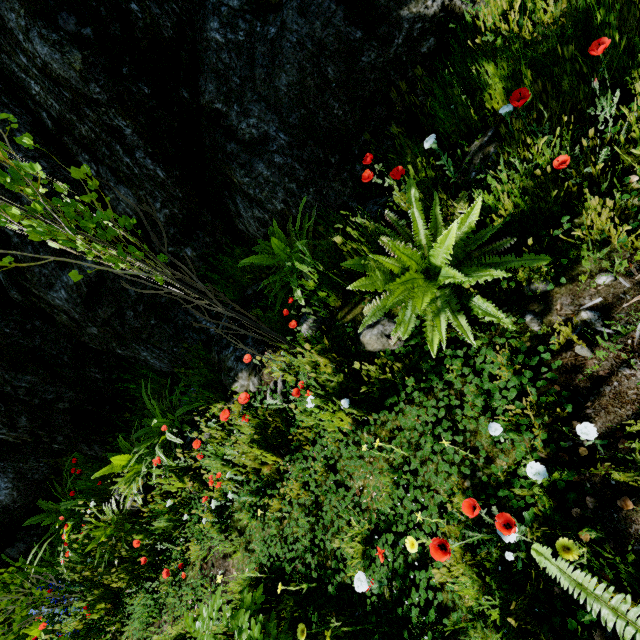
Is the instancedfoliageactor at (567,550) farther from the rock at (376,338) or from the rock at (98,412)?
the rock at (98,412)

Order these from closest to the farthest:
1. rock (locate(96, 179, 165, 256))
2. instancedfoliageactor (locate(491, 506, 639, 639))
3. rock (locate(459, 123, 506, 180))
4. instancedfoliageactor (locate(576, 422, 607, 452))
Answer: instancedfoliageactor (locate(491, 506, 639, 639))
instancedfoliageactor (locate(576, 422, 607, 452))
rock (locate(459, 123, 506, 180))
rock (locate(96, 179, 165, 256))

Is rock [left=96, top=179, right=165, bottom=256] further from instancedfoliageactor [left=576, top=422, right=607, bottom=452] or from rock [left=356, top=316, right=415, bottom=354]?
instancedfoliageactor [left=576, top=422, right=607, bottom=452]

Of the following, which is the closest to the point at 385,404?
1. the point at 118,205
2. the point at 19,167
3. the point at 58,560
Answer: the point at 19,167

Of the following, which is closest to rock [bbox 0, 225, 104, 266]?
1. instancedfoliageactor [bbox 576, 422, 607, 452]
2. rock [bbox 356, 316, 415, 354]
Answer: rock [bbox 356, 316, 415, 354]

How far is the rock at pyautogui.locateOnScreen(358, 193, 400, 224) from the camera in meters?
2.7
